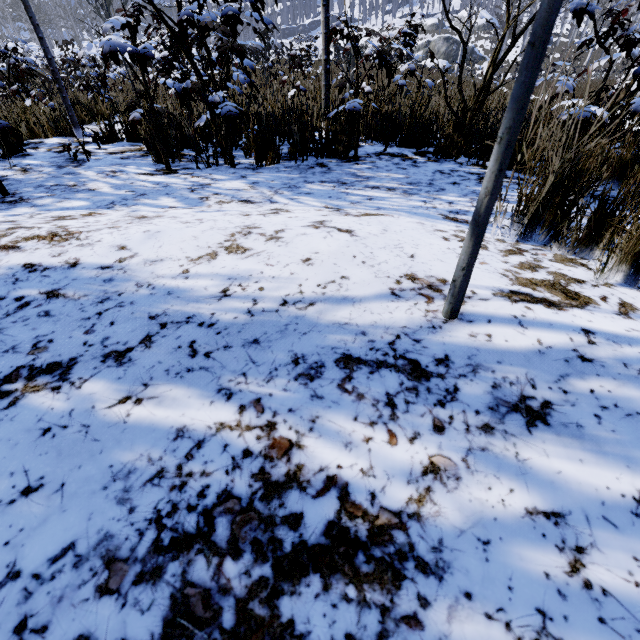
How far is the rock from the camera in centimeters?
3900cm

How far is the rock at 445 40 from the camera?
39.00m

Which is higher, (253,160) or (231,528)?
(231,528)
